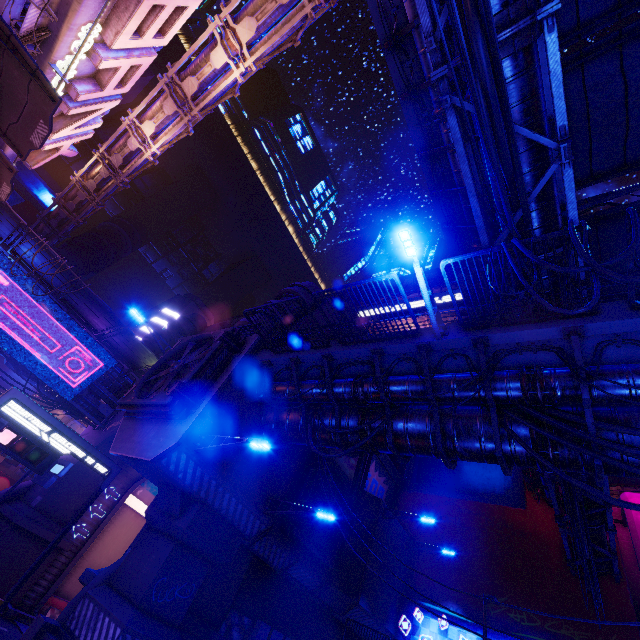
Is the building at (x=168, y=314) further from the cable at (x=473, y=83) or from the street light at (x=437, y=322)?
the street light at (x=437, y=322)

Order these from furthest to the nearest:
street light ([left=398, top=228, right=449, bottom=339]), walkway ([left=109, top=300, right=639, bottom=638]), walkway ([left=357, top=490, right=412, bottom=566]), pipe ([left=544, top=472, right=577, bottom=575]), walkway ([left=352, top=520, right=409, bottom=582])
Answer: walkway ([left=357, top=490, right=412, bottom=566])
walkway ([left=352, top=520, right=409, bottom=582])
pipe ([left=544, top=472, right=577, bottom=575])
street light ([left=398, top=228, right=449, bottom=339])
walkway ([left=109, top=300, right=639, bottom=638])

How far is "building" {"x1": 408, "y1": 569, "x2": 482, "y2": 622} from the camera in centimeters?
1927cm

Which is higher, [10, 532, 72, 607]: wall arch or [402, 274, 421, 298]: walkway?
[402, 274, 421, 298]: walkway

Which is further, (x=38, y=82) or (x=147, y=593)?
(x=147, y=593)

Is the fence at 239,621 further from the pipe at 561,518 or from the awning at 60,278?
the awning at 60,278

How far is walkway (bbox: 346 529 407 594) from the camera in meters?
18.6 m

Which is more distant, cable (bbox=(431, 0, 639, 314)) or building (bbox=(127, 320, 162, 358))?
building (bbox=(127, 320, 162, 358))
